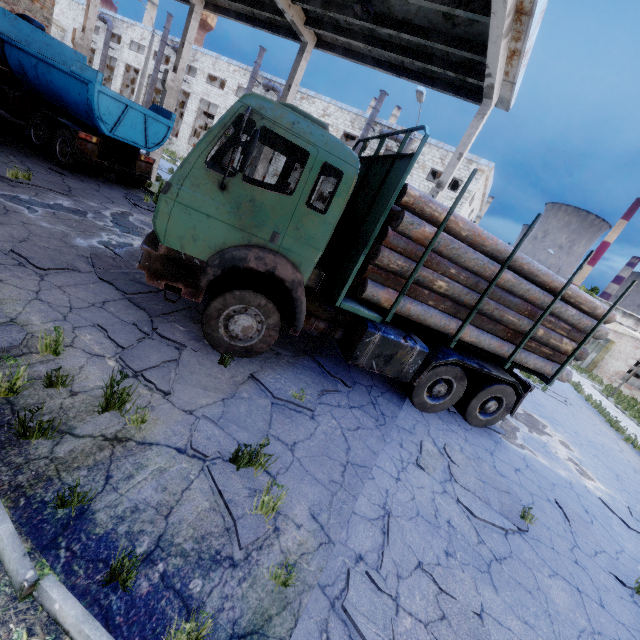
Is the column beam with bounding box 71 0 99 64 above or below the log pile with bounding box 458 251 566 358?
above

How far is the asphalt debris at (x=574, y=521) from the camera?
5.5m

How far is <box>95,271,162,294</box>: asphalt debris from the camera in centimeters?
566cm

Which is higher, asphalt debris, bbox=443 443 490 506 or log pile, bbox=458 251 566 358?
log pile, bbox=458 251 566 358

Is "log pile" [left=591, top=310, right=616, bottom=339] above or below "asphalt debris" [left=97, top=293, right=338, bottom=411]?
above

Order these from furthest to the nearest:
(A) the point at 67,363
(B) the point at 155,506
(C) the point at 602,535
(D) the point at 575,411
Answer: (D) the point at 575,411, (C) the point at 602,535, (A) the point at 67,363, (B) the point at 155,506

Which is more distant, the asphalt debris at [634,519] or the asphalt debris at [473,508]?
the asphalt debris at [634,519]
